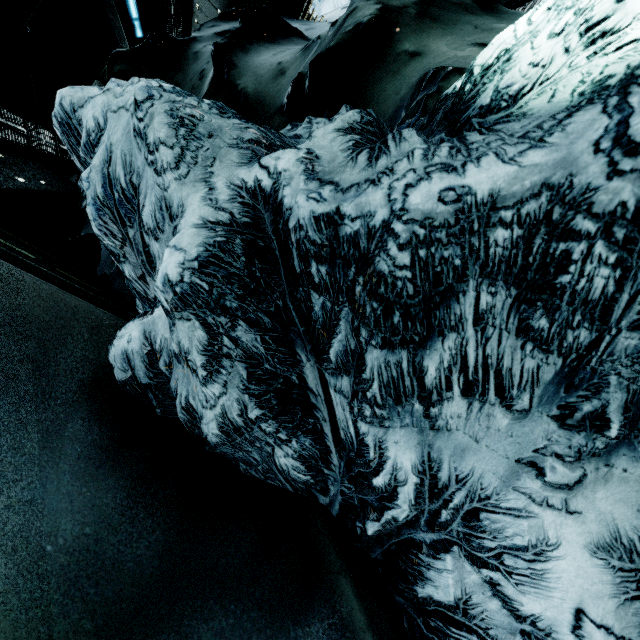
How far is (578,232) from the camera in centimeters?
51cm
